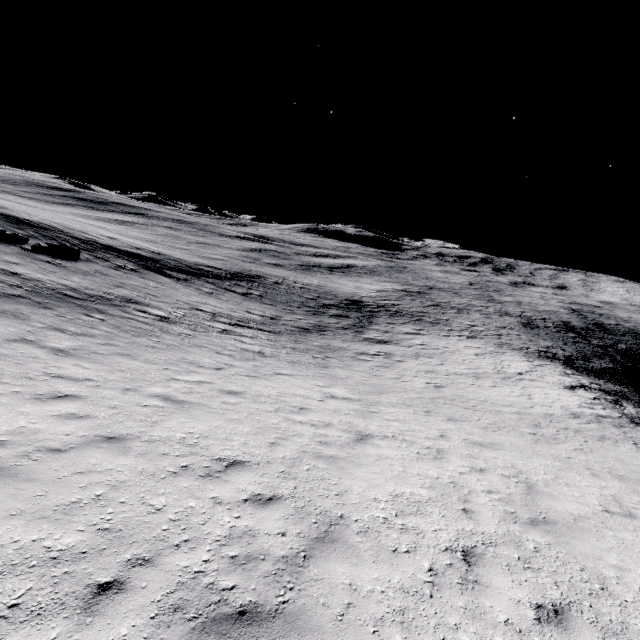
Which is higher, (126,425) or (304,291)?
(126,425)
